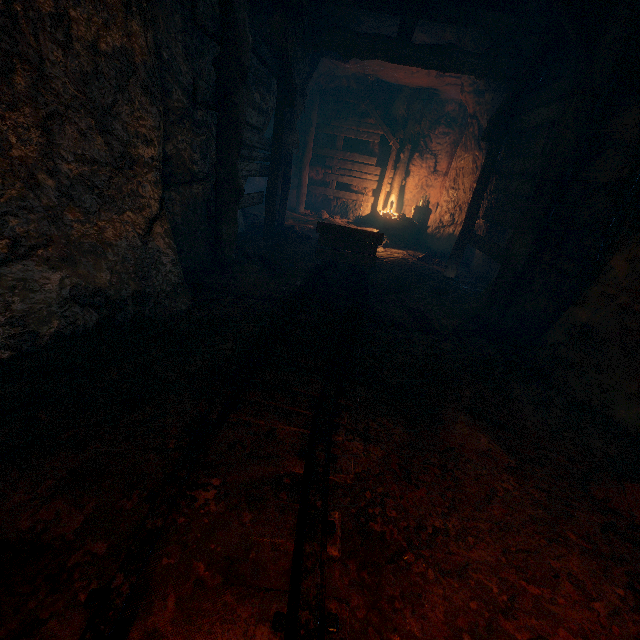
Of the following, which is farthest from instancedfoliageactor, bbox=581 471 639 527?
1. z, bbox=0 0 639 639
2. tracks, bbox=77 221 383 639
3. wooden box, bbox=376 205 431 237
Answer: wooden box, bbox=376 205 431 237

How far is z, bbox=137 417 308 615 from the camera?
1.4m

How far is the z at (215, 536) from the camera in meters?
1.4

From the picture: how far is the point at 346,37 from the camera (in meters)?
5.73

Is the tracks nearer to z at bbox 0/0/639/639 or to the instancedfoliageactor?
z at bbox 0/0/639/639

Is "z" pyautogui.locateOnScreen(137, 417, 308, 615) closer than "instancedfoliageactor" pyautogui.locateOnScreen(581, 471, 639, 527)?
Yes

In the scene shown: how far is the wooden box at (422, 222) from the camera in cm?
1077

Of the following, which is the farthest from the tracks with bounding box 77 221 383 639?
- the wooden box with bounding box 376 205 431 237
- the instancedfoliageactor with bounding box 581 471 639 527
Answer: the wooden box with bounding box 376 205 431 237
